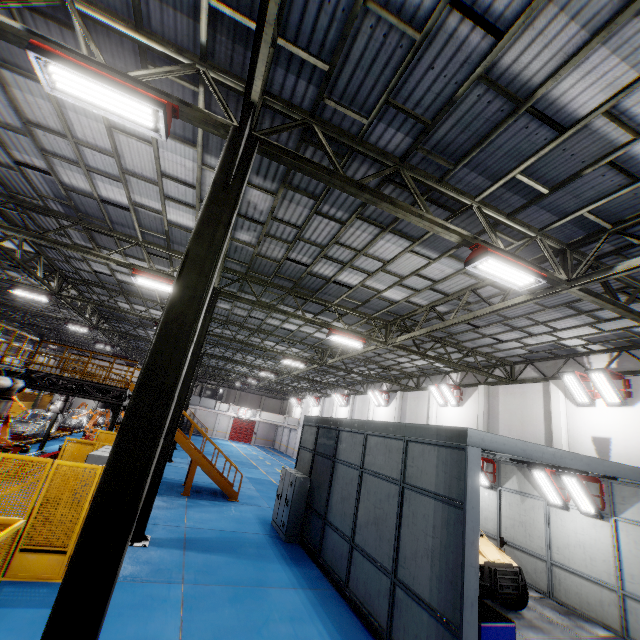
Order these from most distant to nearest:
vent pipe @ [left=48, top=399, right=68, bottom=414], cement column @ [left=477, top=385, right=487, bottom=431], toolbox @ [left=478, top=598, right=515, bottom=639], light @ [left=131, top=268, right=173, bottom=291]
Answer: vent pipe @ [left=48, top=399, right=68, bottom=414], cement column @ [left=477, top=385, right=487, bottom=431], light @ [left=131, top=268, right=173, bottom=291], toolbox @ [left=478, top=598, right=515, bottom=639]

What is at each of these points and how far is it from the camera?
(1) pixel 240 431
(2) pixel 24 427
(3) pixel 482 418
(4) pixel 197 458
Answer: (1) door, 53.6 meters
(2) chassis, 19.2 meters
(3) cement column, 17.2 meters
(4) metal stair, 15.7 meters

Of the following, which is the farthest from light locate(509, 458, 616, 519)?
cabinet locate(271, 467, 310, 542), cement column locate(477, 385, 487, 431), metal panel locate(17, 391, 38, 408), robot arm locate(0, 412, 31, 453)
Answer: robot arm locate(0, 412, 31, 453)

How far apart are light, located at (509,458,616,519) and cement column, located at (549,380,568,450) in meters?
2.3 m

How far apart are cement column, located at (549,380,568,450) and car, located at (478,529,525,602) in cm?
496

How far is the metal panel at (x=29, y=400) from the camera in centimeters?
3106cm

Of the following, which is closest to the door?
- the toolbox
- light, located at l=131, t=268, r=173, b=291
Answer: light, located at l=131, t=268, r=173, b=291

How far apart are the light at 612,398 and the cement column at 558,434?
1.4m
